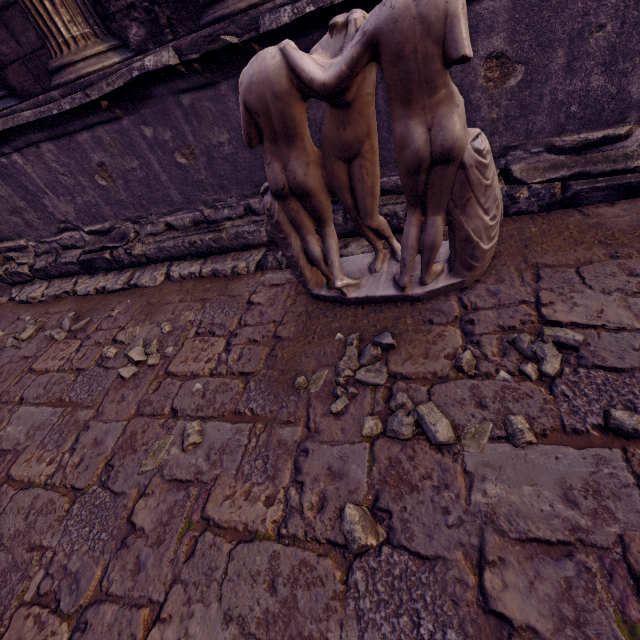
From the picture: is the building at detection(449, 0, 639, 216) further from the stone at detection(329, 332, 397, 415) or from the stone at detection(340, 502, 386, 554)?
the stone at detection(340, 502, 386, 554)

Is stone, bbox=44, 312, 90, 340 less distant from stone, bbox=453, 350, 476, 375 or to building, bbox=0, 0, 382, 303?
building, bbox=0, 0, 382, 303

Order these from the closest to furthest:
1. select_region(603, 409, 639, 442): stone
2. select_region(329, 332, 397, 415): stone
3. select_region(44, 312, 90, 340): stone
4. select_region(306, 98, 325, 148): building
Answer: select_region(603, 409, 639, 442): stone < select_region(329, 332, 397, 415): stone < select_region(306, 98, 325, 148): building < select_region(44, 312, 90, 340): stone

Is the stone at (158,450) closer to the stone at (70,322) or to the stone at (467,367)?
the stone at (467,367)

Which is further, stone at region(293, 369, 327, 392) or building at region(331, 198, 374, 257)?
building at region(331, 198, 374, 257)

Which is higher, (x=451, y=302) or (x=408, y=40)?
(x=408, y=40)

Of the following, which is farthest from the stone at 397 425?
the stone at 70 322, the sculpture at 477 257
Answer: the stone at 70 322
